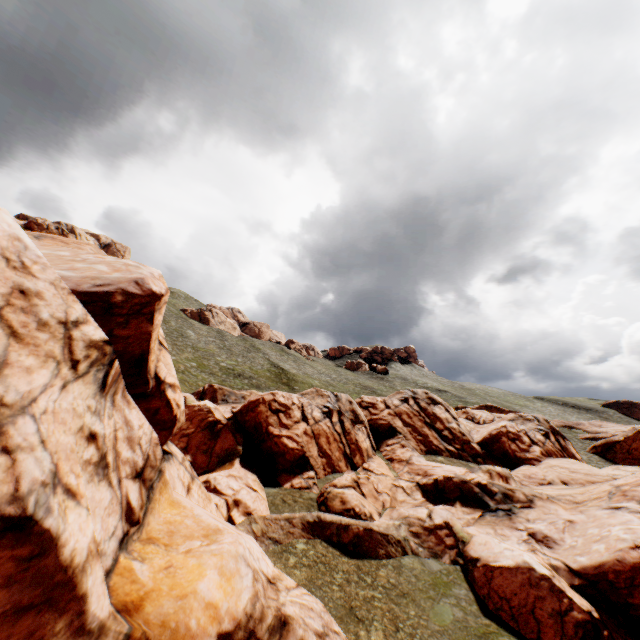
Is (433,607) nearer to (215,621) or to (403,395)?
(215,621)
